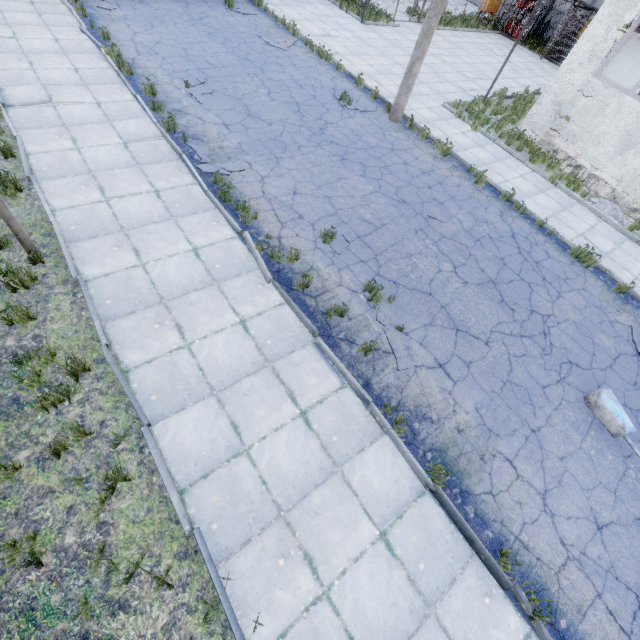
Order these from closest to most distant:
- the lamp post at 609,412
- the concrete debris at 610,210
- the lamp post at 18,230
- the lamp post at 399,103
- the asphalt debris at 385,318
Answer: the lamp post at 18,230 → the lamp post at 609,412 → the asphalt debris at 385,318 → the lamp post at 399,103 → the concrete debris at 610,210

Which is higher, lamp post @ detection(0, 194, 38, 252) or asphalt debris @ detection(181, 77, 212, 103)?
lamp post @ detection(0, 194, 38, 252)

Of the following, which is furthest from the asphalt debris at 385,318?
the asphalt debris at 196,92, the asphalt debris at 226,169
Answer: the asphalt debris at 196,92

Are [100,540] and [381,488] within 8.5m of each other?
yes

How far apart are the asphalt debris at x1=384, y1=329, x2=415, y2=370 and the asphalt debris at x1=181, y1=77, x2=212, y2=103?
8.5m

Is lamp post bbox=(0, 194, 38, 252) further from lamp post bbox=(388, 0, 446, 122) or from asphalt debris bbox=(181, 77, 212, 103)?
lamp post bbox=(388, 0, 446, 122)

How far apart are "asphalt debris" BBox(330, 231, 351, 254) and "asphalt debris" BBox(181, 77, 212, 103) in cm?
644

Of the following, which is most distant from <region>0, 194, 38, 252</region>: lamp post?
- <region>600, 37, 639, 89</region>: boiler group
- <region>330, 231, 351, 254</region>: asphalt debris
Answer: <region>600, 37, 639, 89</region>: boiler group
